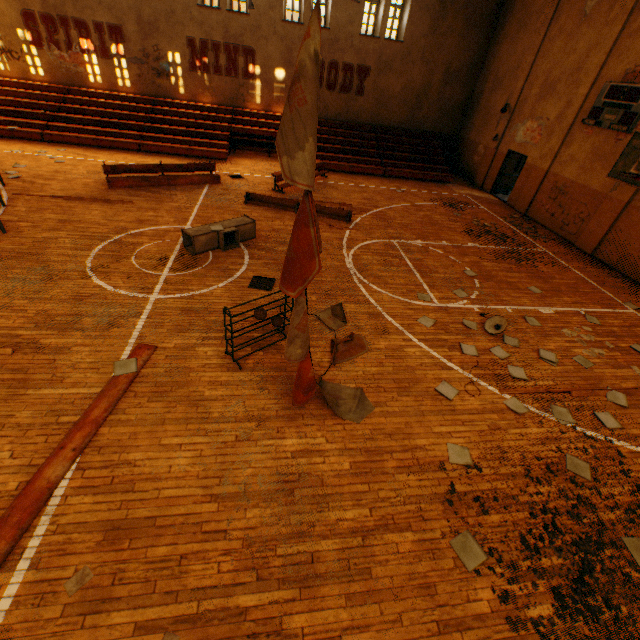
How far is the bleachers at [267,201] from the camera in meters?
11.7

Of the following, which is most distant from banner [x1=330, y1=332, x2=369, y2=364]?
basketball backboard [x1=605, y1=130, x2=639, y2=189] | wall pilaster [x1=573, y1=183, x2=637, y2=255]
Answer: wall pilaster [x1=573, y1=183, x2=637, y2=255]

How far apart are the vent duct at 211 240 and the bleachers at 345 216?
2.36m

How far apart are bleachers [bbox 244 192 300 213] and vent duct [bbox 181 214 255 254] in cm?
236

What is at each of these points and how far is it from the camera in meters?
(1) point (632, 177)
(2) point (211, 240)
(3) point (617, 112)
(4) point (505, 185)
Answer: (1) basketball backboard, 8.2 m
(2) vent duct, 8.5 m
(3) scoreboard, 11.0 m
(4) door, 17.3 m

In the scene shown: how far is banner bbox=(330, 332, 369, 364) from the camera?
6.03m

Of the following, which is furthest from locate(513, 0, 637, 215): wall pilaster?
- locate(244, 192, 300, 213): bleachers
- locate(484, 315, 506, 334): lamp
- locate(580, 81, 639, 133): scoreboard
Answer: locate(484, 315, 506, 334): lamp

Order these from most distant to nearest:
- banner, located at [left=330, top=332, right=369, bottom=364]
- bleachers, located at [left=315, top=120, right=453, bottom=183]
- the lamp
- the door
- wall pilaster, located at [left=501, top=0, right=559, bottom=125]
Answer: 1. bleachers, located at [left=315, top=120, right=453, bottom=183]
2. the door
3. wall pilaster, located at [left=501, top=0, right=559, bottom=125]
4. the lamp
5. banner, located at [left=330, top=332, right=369, bottom=364]
